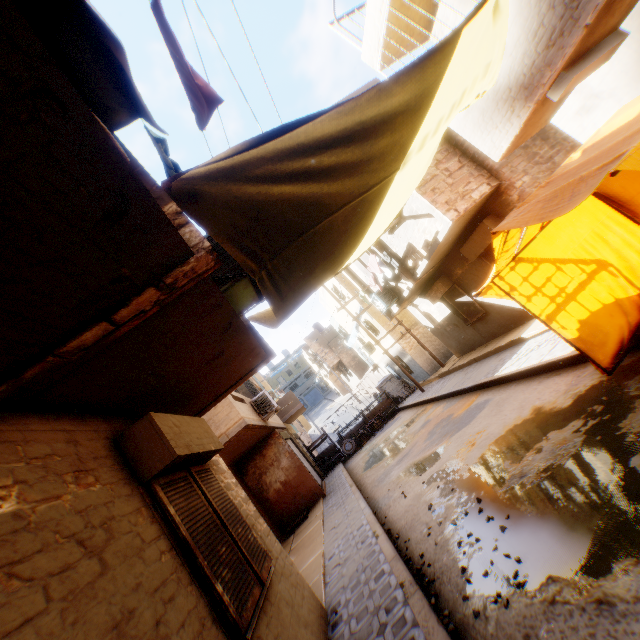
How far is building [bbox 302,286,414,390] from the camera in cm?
2298

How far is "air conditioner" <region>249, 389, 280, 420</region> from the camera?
11.4m

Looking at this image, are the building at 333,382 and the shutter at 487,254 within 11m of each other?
no

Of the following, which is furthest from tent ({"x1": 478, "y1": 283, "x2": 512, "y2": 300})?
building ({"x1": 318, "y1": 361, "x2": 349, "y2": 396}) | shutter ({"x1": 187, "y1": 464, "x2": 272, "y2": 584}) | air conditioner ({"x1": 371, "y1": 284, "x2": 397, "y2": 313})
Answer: building ({"x1": 318, "y1": 361, "x2": 349, "y2": 396})

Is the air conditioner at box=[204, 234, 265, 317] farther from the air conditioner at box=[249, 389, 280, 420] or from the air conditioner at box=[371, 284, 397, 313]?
the air conditioner at box=[371, 284, 397, 313]

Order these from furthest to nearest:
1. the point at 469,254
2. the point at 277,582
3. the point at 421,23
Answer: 1. the point at 469,254
2. the point at 421,23
3. the point at 277,582

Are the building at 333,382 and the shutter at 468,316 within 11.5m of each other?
no

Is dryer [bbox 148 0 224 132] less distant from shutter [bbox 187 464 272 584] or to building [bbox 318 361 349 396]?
shutter [bbox 187 464 272 584]
